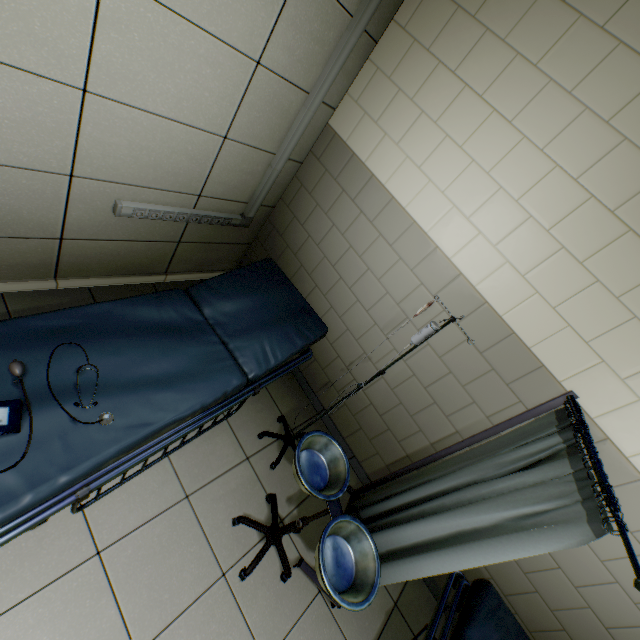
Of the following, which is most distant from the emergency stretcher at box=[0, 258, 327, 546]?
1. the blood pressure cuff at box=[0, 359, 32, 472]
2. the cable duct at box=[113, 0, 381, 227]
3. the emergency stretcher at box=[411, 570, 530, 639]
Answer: the emergency stretcher at box=[411, 570, 530, 639]

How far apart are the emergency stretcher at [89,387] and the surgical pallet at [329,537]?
0.43m

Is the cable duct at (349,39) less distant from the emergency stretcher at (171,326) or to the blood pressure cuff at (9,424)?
the emergency stretcher at (171,326)

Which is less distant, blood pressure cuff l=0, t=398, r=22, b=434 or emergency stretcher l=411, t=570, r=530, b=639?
Answer: blood pressure cuff l=0, t=398, r=22, b=434

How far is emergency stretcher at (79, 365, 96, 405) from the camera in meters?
1.3 m

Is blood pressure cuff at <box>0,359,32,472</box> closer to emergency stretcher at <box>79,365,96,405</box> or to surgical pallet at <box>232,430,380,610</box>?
emergency stretcher at <box>79,365,96,405</box>

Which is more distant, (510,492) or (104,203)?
(104,203)
